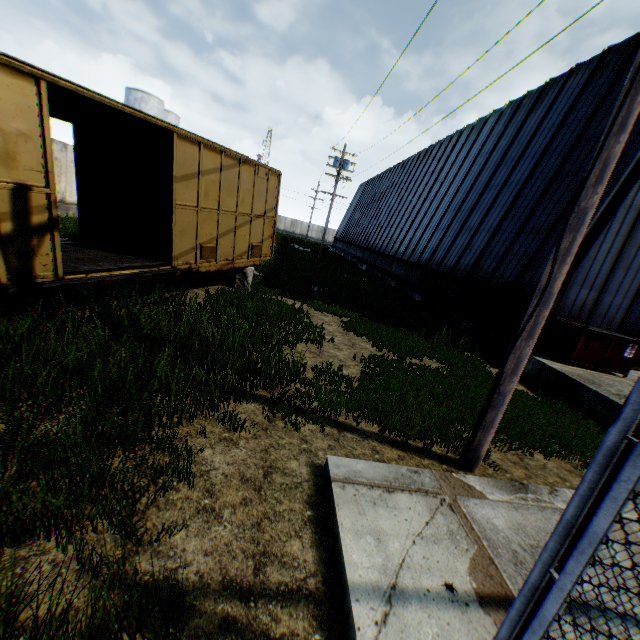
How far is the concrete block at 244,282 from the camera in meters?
11.3

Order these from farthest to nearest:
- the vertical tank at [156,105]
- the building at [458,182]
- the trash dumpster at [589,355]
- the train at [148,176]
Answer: the vertical tank at [156,105], the building at [458,182], the trash dumpster at [589,355], the train at [148,176]

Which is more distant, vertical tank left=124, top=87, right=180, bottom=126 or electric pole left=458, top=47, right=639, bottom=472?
vertical tank left=124, top=87, right=180, bottom=126

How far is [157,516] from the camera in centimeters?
278cm

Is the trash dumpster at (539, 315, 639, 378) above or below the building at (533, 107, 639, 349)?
below

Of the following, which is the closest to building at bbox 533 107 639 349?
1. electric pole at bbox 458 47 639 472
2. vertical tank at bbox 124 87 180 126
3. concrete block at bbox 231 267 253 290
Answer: electric pole at bbox 458 47 639 472

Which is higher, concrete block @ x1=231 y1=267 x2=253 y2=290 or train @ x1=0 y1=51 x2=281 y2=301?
train @ x1=0 y1=51 x2=281 y2=301

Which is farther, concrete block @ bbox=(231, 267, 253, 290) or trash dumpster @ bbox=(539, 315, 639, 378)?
concrete block @ bbox=(231, 267, 253, 290)
